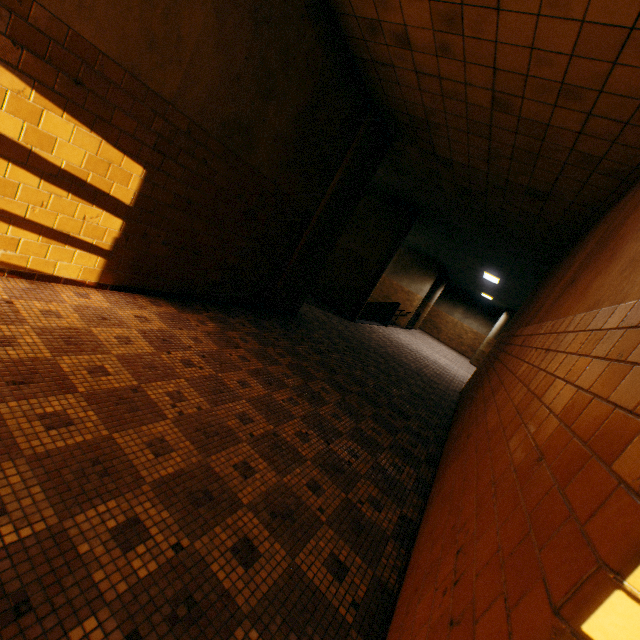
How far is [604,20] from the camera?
2.38m

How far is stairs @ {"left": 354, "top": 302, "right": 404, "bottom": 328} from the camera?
13.79m

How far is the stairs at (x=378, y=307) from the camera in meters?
13.8
